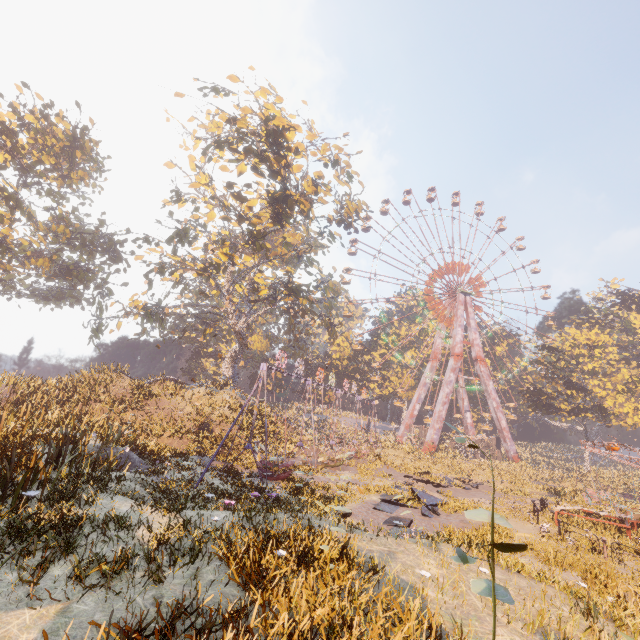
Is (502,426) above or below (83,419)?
above

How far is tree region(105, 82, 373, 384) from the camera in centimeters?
2206cm

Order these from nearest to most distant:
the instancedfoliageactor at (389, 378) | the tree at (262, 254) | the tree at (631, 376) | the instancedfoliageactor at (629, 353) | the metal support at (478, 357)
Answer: the tree at (262, 254)
the tree at (631, 376)
the metal support at (478, 357)
the instancedfoliageactor at (629, 353)
the instancedfoliageactor at (389, 378)

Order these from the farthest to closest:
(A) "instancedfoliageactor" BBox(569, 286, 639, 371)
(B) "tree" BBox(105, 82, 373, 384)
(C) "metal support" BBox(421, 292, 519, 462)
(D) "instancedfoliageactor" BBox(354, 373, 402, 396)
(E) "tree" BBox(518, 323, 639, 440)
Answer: (D) "instancedfoliageactor" BBox(354, 373, 402, 396), (A) "instancedfoliageactor" BBox(569, 286, 639, 371), (C) "metal support" BBox(421, 292, 519, 462), (E) "tree" BBox(518, 323, 639, 440), (B) "tree" BBox(105, 82, 373, 384)

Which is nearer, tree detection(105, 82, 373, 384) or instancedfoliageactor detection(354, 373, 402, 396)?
tree detection(105, 82, 373, 384)

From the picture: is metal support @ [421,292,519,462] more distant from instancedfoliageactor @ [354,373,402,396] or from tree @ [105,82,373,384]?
tree @ [105,82,373,384]

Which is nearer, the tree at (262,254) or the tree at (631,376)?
the tree at (262,254)

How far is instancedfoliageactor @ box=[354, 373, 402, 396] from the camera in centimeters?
5684cm
